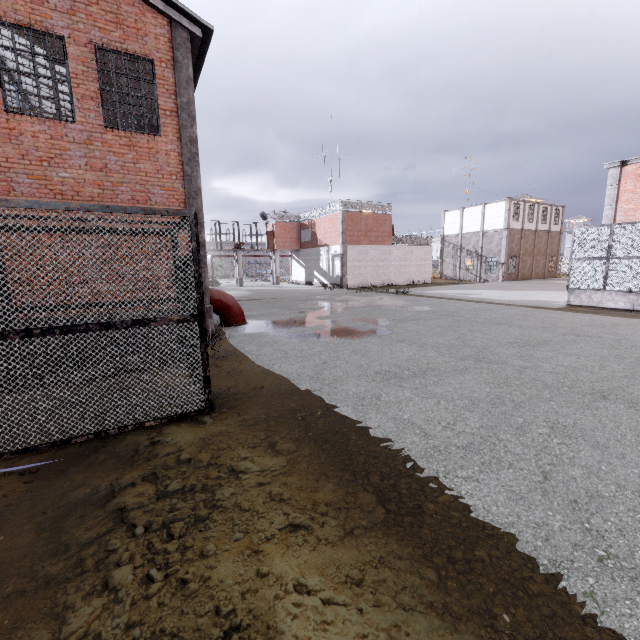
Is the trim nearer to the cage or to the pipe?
the cage

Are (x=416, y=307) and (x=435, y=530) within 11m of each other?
no

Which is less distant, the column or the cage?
the column

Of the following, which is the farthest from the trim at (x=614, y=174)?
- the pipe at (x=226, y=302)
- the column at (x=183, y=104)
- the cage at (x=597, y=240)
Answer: the column at (x=183, y=104)

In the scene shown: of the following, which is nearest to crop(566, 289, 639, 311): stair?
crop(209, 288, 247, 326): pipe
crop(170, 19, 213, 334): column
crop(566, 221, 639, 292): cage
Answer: crop(566, 221, 639, 292): cage

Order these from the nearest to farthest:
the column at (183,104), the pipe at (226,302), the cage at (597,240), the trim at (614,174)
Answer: the column at (183,104)
the pipe at (226,302)
the cage at (597,240)
the trim at (614,174)

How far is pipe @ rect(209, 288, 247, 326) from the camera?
11.8 meters

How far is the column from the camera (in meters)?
9.16
